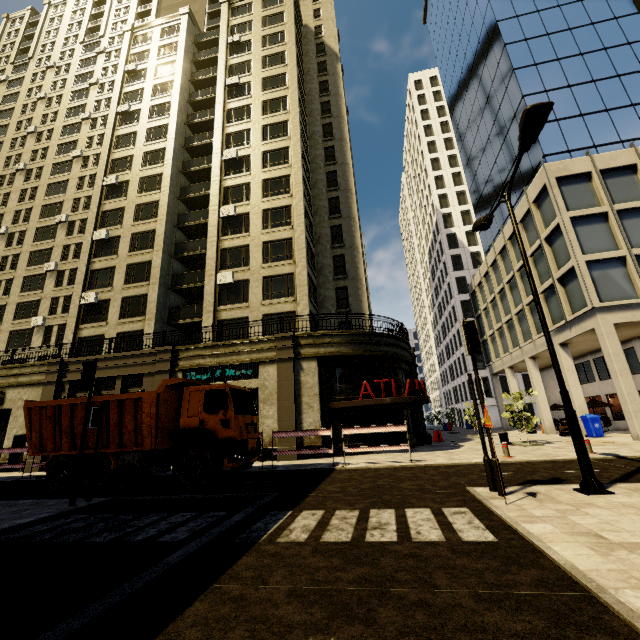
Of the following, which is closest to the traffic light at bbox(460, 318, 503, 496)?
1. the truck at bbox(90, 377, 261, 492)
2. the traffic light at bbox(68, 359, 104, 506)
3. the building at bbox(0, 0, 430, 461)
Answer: the truck at bbox(90, 377, 261, 492)

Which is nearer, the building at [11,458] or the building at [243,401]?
the building at [243,401]

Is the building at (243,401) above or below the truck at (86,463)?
above

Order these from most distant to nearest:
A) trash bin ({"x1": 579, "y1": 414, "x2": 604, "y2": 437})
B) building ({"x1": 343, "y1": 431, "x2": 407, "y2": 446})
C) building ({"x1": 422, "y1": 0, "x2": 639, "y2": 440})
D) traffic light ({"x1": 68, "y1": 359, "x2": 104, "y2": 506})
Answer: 1. trash bin ({"x1": 579, "y1": 414, "x2": 604, "y2": 437})
2. building ({"x1": 422, "y1": 0, "x2": 639, "y2": 440})
3. building ({"x1": 343, "y1": 431, "x2": 407, "y2": 446})
4. traffic light ({"x1": 68, "y1": 359, "x2": 104, "y2": 506})

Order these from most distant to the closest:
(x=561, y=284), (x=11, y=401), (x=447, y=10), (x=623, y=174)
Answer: (x=447, y=10), (x=11, y=401), (x=561, y=284), (x=623, y=174)

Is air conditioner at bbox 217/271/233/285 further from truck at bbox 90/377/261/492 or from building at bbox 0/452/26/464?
truck at bbox 90/377/261/492

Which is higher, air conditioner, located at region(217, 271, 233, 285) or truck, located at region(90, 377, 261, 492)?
air conditioner, located at region(217, 271, 233, 285)

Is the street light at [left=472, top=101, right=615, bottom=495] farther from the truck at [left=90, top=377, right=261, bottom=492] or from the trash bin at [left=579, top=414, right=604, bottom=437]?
the trash bin at [left=579, top=414, right=604, bottom=437]
